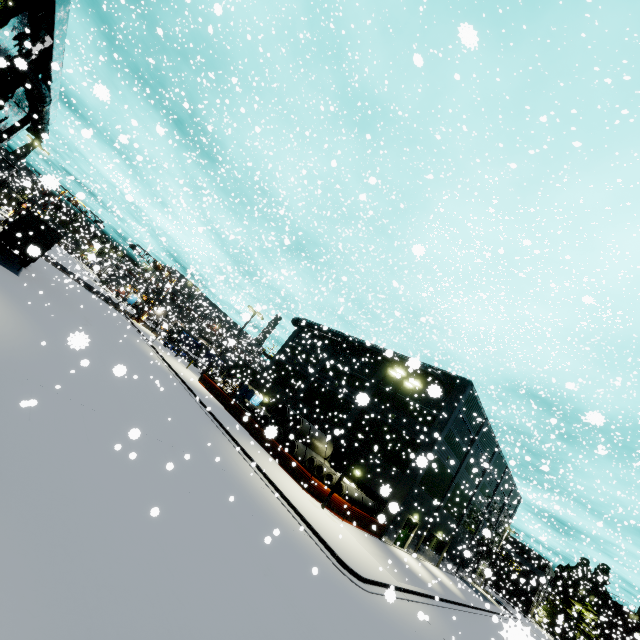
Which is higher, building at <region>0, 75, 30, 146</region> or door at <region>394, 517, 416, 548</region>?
building at <region>0, 75, 30, 146</region>

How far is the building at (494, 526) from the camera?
25.86m

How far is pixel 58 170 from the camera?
49.91m

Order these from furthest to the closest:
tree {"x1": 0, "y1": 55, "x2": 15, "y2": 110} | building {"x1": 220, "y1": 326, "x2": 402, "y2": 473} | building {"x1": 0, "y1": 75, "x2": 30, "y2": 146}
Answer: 1. building {"x1": 220, "y1": 326, "x2": 402, "y2": 473}
2. building {"x1": 0, "y1": 75, "x2": 30, "y2": 146}
3. tree {"x1": 0, "y1": 55, "x2": 15, "y2": 110}

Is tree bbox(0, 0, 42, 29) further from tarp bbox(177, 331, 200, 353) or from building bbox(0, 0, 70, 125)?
tarp bbox(177, 331, 200, 353)

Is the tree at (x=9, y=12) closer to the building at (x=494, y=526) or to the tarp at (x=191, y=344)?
the building at (x=494, y=526)

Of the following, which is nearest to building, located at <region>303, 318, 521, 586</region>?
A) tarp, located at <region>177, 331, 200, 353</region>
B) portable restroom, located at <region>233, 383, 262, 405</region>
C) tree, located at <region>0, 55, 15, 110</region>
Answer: tree, located at <region>0, 55, 15, 110</region>

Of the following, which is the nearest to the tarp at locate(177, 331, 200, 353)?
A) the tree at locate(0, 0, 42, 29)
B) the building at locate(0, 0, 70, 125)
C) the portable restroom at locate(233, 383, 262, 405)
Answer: the building at locate(0, 0, 70, 125)
